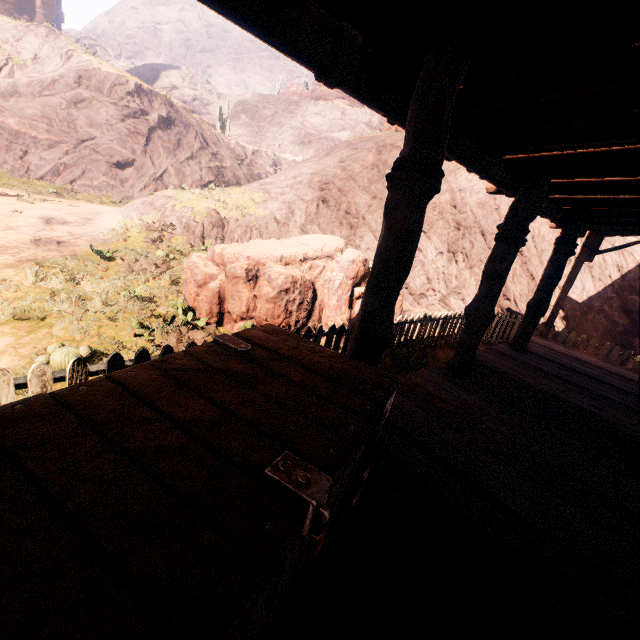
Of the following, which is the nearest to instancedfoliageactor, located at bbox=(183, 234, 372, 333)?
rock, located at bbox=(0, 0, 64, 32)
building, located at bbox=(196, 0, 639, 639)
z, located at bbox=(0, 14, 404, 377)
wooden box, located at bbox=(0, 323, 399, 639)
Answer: z, located at bbox=(0, 14, 404, 377)

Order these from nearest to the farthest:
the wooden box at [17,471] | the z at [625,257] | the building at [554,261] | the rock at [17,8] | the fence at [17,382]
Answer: the wooden box at [17,471], the building at [554,261], the fence at [17,382], the z at [625,257], the rock at [17,8]

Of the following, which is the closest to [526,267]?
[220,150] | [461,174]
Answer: [461,174]

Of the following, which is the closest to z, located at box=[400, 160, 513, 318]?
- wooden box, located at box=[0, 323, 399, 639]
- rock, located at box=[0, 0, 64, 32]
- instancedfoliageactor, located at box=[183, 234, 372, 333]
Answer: instancedfoliageactor, located at box=[183, 234, 372, 333]

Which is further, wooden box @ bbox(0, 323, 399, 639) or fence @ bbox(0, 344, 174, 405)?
fence @ bbox(0, 344, 174, 405)

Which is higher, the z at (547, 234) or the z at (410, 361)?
the z at (547, 234)

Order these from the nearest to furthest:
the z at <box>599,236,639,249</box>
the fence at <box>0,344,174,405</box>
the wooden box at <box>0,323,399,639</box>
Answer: the wooden box at <box>0,323,399,639</box>, the fence at <box>0,344,174,405</box>, the z at <box>599,236,639,249</box>

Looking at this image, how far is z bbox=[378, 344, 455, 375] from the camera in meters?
5.7 m
